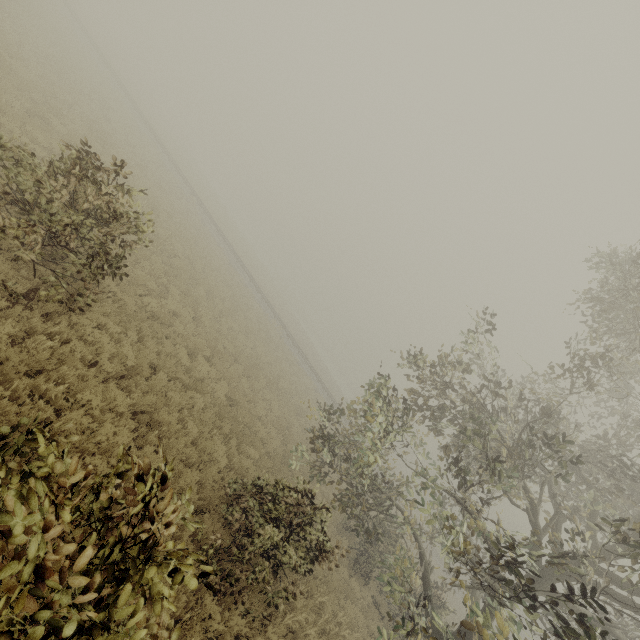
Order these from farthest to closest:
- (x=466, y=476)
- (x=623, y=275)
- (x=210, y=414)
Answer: (x=623, y=275)
(x=210, y=414)
(x=466, y=476)
